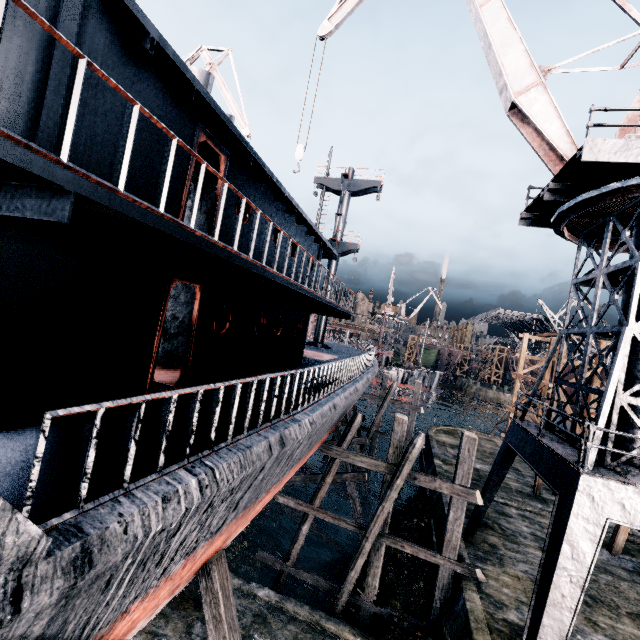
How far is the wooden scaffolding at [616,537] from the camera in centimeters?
1573cm

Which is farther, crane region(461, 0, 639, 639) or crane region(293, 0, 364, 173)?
crane region(293, 0, 364, 173)

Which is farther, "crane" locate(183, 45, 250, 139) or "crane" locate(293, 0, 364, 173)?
"crane" locate(183, 45, 250, 139)

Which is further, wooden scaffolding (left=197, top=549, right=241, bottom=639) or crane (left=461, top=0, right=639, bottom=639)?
crane (left=461, top=0, right=639, bottom=639)

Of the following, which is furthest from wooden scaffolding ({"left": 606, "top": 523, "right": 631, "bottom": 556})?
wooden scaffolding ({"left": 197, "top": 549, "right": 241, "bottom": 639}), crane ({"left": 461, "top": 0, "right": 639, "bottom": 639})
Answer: wooden scaffolding ({"left": 197, "top": 549, "right": 241, "bottom": 639})

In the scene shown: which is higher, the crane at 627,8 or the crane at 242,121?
the crane at 242,121

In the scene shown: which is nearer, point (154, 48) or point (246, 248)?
point (154, 48)

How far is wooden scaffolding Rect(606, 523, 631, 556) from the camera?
15.7 meters
